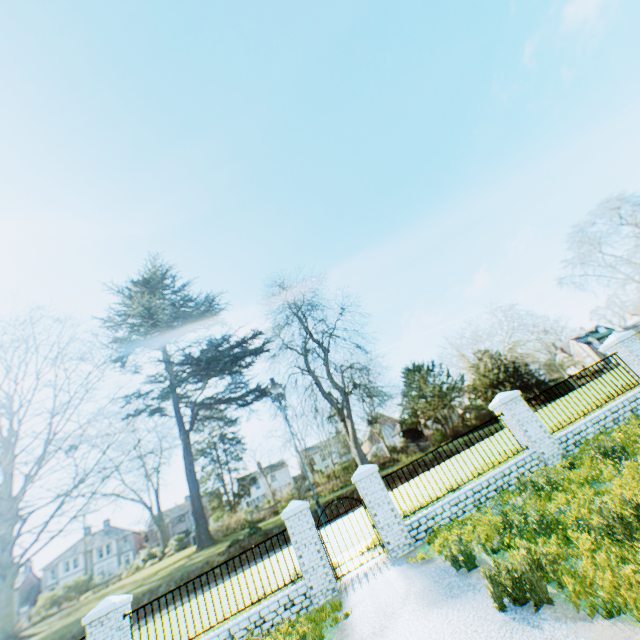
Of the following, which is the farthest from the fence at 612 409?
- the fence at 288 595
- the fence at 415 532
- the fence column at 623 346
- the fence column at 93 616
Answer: the fence column at 93 616

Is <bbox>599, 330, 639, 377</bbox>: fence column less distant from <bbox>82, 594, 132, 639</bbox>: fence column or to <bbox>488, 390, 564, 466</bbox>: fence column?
<bbox>488, 390, 564, 466</bbox>: fence column

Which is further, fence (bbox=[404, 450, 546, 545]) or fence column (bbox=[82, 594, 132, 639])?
fence (bbox=[404, 450, 546, 545])

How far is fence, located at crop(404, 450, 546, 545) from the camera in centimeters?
931cm

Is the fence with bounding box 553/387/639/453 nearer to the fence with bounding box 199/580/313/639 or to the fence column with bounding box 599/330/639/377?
the fence column with bounding box 599/330/639/377

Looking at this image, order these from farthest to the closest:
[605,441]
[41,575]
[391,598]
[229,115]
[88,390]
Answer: [229,115], [88,390], [41,575], [605,441], [391,598]

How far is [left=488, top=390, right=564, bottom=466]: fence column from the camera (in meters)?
10.12

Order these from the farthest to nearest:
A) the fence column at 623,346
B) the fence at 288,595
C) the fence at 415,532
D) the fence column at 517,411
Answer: the fence column at 623,346, the fence column at 517,411, the fence at 415,532, the fence at 288,595
